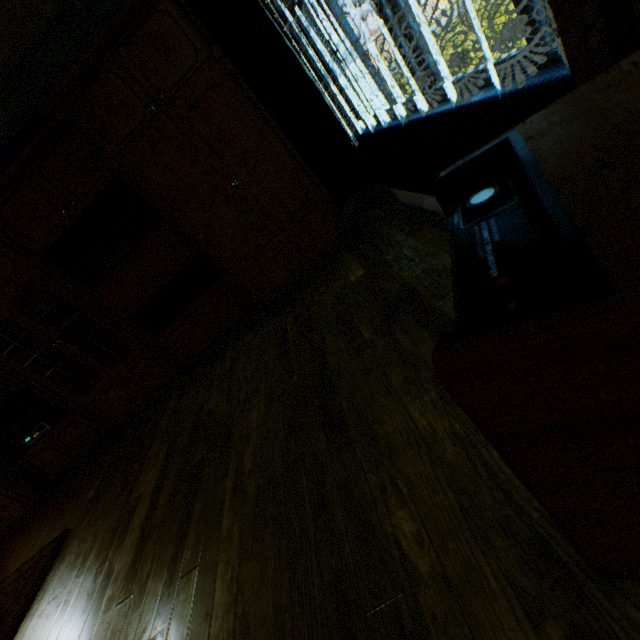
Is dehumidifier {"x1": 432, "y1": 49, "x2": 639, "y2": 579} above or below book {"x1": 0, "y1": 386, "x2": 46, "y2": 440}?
below

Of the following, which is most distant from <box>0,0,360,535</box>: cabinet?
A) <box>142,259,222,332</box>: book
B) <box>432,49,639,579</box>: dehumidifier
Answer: <box>432,49,639,579</box>: dehumidifier

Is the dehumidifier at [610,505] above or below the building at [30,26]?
below

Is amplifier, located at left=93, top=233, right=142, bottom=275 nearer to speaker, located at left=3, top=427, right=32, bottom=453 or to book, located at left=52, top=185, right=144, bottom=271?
book, located at left=52, top=185, right=144, bottom=271

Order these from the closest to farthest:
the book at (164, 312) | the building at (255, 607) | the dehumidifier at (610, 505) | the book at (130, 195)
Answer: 1. the dehumidifier at (610, 505)
2. the building at (255, 607)
3. the book at (130, 195)
4. the book at (164, 312)

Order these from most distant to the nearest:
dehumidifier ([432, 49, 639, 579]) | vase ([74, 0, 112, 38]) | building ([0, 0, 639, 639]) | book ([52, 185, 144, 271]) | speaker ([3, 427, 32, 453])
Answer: speaker ([3, 427, 32, 453])
book ([52, 185, 144, 271])
vase ([74, 0, 112, 38])
building ([0, 0, 639, 639])
dehumidifier ([432, 49, 639, 579])

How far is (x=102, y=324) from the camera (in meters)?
3.72

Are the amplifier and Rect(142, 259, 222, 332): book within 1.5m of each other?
yes
